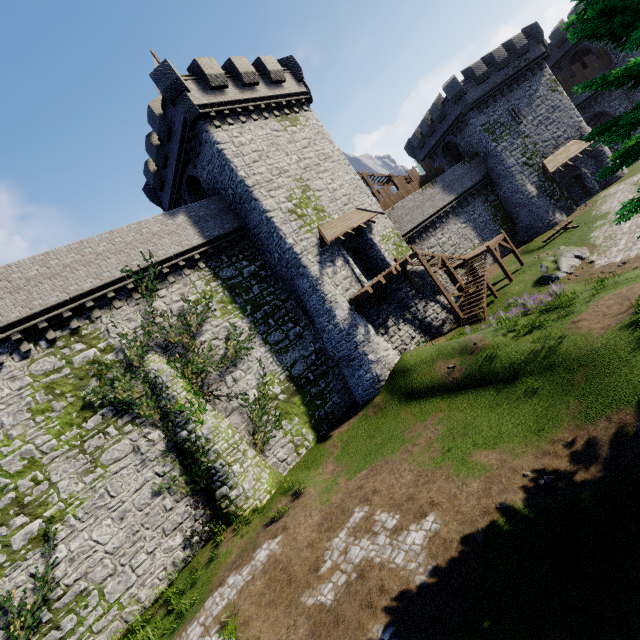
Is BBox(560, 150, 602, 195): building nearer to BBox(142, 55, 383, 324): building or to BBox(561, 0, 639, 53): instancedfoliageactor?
BBox(142, 55, 383, 324): building

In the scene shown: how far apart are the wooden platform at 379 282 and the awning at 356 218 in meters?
3.1

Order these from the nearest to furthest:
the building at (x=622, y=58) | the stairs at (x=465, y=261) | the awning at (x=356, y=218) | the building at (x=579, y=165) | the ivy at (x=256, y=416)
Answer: the ivy at (x=256, y=416), the awning at (x=356, y=218), the stairs at (x=465, y=261), the building at (x=579, y=165), the building at (x=622, y=58)

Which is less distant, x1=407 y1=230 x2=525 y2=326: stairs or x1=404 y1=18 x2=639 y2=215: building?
x1=407 y1=230 x2=525 y2=326: stairs

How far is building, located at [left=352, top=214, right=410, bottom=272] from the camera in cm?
2311

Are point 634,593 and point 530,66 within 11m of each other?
no
